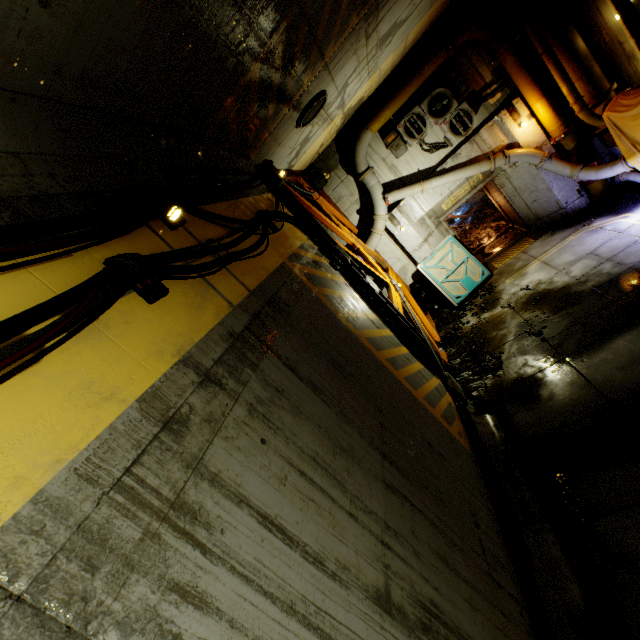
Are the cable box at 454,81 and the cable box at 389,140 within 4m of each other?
yes

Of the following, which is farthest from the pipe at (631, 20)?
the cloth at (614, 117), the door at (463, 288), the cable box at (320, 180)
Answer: the door at (463, 288)

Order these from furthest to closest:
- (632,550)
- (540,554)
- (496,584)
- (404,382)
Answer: (404,382)
(540,554)
(632,550)
(496,584)

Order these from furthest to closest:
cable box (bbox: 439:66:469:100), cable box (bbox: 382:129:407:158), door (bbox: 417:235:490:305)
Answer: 1. door (bbox: 417:235:490:305)
2. cable box (bbox: 382:129:407:158)
3. cable box (bbox: 439:66:469:100)

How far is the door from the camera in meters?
11.1 m

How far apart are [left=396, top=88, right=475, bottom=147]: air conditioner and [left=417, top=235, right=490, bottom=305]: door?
2.8 meters

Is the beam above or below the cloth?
above

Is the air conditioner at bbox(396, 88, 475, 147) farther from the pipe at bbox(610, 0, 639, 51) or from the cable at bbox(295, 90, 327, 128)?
the cable at bbox(295, 90, 327, 128)
